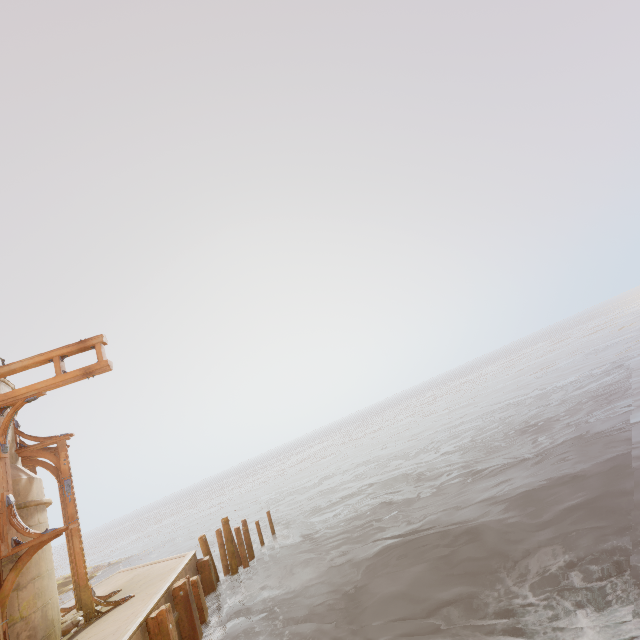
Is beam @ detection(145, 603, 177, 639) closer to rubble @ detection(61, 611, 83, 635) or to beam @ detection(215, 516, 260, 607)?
rubble @ detection(61, 611, 83, 635)

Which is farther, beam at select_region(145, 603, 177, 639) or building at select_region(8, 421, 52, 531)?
building at select_region(8, 421, 52, 531)

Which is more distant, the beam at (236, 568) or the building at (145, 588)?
the beam at (236, 568)

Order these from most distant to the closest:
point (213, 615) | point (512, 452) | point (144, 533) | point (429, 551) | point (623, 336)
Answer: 1. point (144, 533)
2. point (623, 336)
3. point (512, 452)
4. point (213, 615)
5. point (429, 551)

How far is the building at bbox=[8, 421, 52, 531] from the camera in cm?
802

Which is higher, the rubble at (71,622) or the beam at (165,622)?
the rubble at (71,622)

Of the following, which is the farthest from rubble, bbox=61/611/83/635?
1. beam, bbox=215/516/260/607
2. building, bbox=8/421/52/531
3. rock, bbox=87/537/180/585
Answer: rock, bbox=87/537/180/585

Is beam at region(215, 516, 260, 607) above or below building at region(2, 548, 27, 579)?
below
